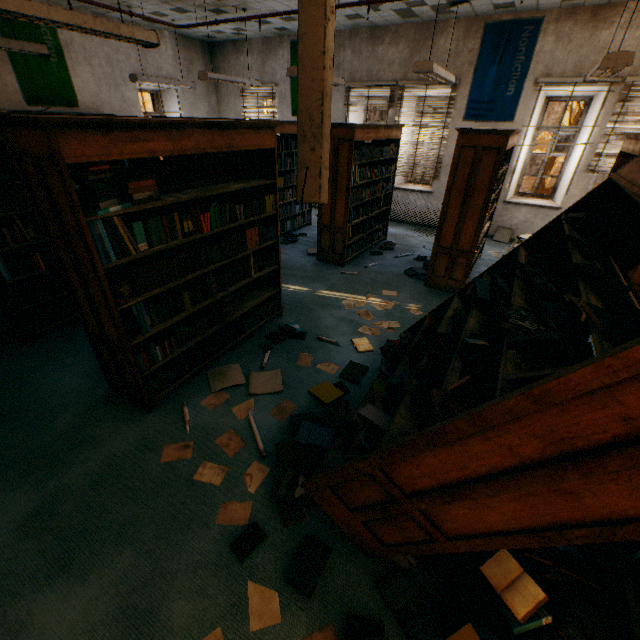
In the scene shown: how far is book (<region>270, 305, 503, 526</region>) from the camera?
1.6 meters

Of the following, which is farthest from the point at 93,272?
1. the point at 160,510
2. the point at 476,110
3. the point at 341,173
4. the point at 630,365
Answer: the point at 476,110

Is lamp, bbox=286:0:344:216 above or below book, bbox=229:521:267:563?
above

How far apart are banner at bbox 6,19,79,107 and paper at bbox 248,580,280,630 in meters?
8.9 m

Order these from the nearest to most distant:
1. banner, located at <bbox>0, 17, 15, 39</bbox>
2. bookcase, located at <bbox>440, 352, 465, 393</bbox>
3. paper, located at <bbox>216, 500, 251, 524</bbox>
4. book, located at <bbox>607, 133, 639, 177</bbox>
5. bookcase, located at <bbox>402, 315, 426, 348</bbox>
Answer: bookcase, located at <bbox>440, 352, 465, 393</bbox>
paper, located at <bbox>216, 500, 251, 524</bbox>
bookcase, located at <bbox>402, 315, 426, 348</bbox>
book, located at <bbox>607, 133, 639, 177</bbox>
banner, located at <bbox>0, 17, 15, 39</bbox>

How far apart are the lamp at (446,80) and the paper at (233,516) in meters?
5.0

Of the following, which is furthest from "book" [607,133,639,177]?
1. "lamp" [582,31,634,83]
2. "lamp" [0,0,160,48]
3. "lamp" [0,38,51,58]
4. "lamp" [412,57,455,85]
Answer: "lamp" [0,38,51,58]

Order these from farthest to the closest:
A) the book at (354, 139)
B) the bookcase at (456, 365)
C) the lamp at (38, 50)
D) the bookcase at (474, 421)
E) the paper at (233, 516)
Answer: the book at (354, 139) < the lamp at (38, 50) < the paper at (233, 516) < the bookcase at (456, 365) < the bookcase at (474, 421)
